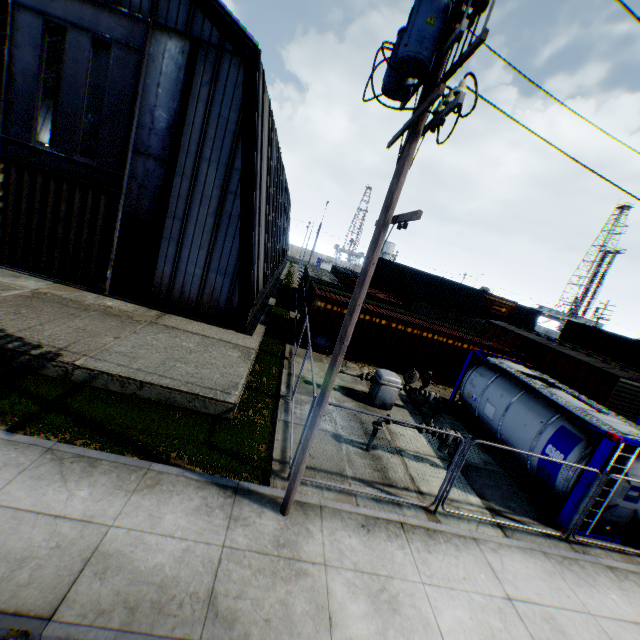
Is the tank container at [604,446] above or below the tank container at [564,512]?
above

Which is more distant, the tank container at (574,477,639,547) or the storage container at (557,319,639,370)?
the storage container at (557,319,639,370)

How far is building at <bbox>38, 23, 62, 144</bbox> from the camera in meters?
24.1 m

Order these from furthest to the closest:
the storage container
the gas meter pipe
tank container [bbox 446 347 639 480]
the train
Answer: the storage container
the train
the gas meter pipe
tank container [bbox 446 347 639 480]

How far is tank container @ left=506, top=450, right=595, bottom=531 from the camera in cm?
853

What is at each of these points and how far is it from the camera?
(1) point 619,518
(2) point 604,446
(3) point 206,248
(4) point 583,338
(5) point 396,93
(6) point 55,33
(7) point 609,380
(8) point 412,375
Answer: (1) tank container, 8.85m
(2) tank container, 8.24m
(3) building, 13.88m
(4) storage container, 37.28m
(5) electric pole, 5.19m
(6) building, 23.72m
(7) train, 18.09m
(8) gas meter pipe, 12.79m

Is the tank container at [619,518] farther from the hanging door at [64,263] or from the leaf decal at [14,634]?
the hanging door at [64,263]

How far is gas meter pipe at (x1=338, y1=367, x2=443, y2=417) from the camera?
12.4 meters
